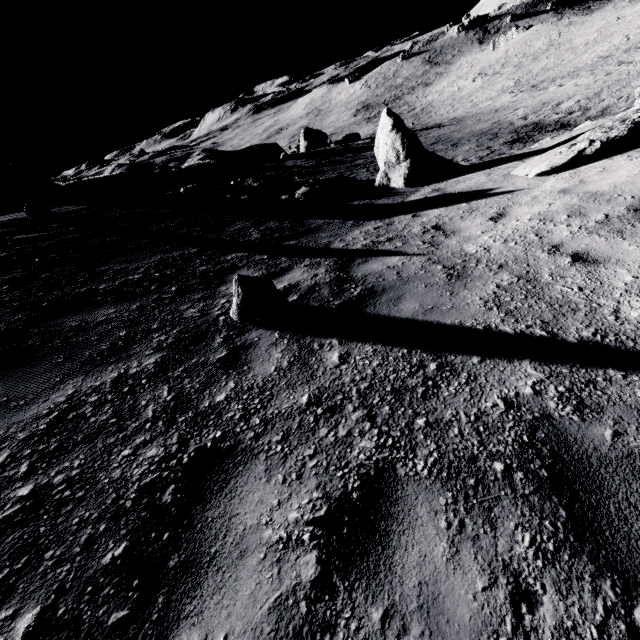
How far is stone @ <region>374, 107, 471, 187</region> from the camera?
11.30m

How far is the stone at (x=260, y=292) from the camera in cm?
362

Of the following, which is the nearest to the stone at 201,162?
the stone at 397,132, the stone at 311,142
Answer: the stone at 311,142

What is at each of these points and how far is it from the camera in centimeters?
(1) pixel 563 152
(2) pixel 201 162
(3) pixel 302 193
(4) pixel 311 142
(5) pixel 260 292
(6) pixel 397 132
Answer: (1) stone, 720cm
(2) stone, 2453cm
(3) stone, 1147cm
(4) stone, 3797cm
(5) stone, 363cm
(6) stone, 1131cm

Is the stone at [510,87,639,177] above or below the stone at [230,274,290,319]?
below

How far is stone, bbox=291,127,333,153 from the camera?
37.9 meters

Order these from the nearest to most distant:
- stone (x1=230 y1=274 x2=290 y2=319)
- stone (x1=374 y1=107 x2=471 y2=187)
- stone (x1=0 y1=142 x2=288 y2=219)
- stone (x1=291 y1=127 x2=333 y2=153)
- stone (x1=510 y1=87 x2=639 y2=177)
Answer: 1. stone (x1=230 y1=274 x2=290 y2=319)
2. stone (x1=510 y1=87 x2=639 y2=177)
3. stone (x1=374 y1=107 x2=471 y2=187)
4. stone (x1=0 y1=142 x2=288 y2=219)
5. stone (x1=291 y1=127 x2=333 y2=153)

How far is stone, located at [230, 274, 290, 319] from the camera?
3.62m
